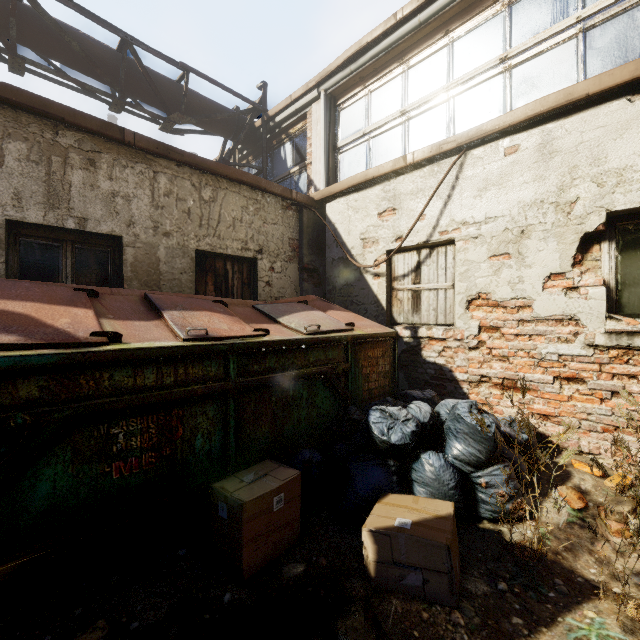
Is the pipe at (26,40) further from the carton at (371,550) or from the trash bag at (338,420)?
the carton at (371,550)

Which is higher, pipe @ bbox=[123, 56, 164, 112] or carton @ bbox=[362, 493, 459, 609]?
pipe @ bbox=[123, 56, 164, 112]

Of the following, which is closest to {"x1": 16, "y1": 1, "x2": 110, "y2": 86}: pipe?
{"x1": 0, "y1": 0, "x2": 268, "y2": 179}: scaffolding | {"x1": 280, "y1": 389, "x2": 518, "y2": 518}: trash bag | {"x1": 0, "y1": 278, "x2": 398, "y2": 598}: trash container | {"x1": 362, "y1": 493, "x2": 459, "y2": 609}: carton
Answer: {"x1": 0, "y1": 0, "x2": 268, "y2": 179}: scaffolding

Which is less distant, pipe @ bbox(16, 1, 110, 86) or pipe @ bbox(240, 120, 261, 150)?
pipe @ bbox(16, 1, 110, 86)

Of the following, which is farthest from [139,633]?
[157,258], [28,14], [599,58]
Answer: [28,14]

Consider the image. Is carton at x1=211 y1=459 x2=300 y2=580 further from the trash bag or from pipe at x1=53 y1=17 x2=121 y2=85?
pipe at x1=53 y1=17 x2=121 y2=85

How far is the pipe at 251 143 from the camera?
7.6m

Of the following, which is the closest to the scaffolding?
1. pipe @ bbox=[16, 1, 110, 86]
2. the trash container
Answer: pipe @ bbox=[16, 1, 110, 86]
